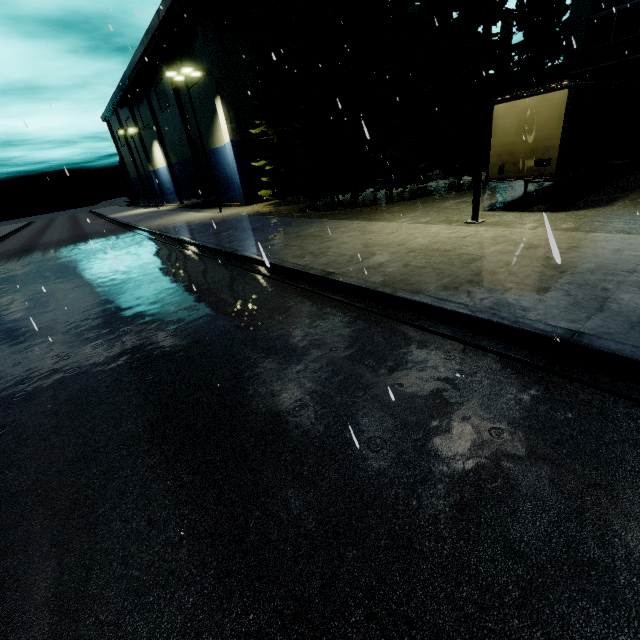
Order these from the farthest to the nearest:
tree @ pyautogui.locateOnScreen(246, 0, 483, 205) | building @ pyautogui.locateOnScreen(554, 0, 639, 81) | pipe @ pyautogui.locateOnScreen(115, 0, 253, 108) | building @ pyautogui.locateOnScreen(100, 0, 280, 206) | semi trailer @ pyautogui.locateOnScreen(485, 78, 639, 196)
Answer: building @ pyautogui.locateOnScreen(100, 0, 280, 206) → pipe @ pyautogui.locateOnScreen(115, 0, 253, 108) → building @ pyautogui.locateOnScreen(554, 0, 639, 81) → tree @ pyautogui.locateOnScreen(246, 0, 483, 205) → semi trailer @ pyautogui.locateOnScreen(485, 78, 639, 196)

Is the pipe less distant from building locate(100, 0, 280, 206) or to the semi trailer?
building locate(100, 0, 280, 206)

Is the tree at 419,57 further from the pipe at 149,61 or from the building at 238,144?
the building at 238,144

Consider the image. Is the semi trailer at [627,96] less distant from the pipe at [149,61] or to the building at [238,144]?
the building at [238,144]

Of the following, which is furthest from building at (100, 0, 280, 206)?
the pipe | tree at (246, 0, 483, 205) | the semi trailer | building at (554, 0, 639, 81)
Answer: the semi trailer

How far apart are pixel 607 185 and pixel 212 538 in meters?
18.1 m

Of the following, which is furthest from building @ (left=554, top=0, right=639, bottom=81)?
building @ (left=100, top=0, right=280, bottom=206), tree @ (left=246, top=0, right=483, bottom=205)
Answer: building @ (left=100, top=0, right=280, bottom=206)

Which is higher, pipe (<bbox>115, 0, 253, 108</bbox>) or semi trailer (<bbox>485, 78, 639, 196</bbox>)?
pipe (<bbox>115, 0, 253, 108</bbox>)
